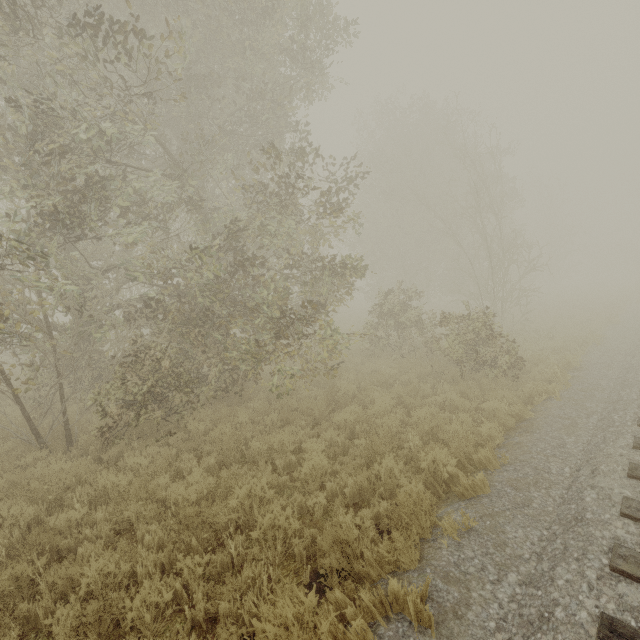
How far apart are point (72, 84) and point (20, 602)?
8.94m
